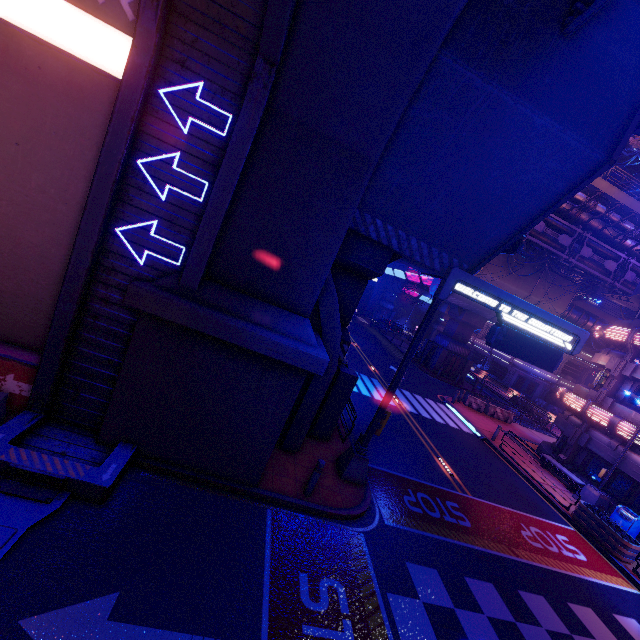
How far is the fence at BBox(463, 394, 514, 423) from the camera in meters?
25.9

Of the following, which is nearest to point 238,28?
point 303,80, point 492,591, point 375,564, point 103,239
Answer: point 303,80

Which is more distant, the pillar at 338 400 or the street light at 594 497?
the street light at 594 497

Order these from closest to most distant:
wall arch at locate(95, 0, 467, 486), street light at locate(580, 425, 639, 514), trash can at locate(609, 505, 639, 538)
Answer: wall arch at locate(95, 0, 467, 486) → trash can at locate(609, 505, 639, 538) → street light at locate(580, 425, 639, 514)

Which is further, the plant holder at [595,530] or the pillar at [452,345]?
the pillar at [452,345]

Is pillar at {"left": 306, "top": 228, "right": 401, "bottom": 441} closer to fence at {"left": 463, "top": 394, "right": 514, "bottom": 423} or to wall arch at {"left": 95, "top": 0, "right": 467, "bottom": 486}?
wall arch at {"left": 95, "top": 0, "right": 467, "bottom": 486}

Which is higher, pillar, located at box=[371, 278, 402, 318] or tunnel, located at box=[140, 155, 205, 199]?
tunnel, located at box=[140, 155, 205, 199]

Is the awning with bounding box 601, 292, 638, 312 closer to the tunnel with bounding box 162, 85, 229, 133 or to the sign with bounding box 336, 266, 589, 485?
the sign with bounding box 336, 266, 589, 485
